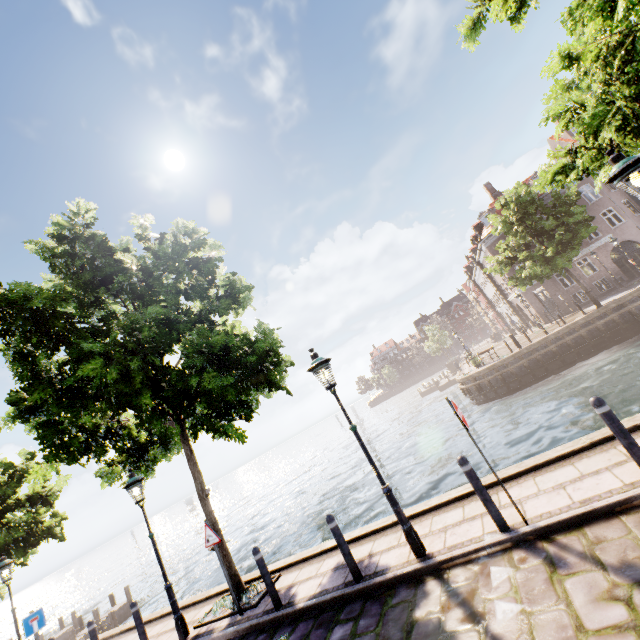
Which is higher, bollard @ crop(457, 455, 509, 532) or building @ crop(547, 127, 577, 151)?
building @ crop(547, 127, 577, 151)

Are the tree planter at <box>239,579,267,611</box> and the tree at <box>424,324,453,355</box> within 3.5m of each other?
no

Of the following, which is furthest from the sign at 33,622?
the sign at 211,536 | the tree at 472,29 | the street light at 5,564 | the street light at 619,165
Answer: the street light at 619,165

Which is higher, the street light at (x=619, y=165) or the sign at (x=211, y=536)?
the street light at (x=619, y=165)

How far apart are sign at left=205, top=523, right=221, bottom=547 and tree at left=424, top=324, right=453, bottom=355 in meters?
53.2 m

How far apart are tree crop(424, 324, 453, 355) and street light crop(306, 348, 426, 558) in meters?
52.8 m

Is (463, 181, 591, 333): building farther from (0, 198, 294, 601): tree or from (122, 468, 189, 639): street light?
(122, 468, 189, 639): street light

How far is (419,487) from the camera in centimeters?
1574cm
